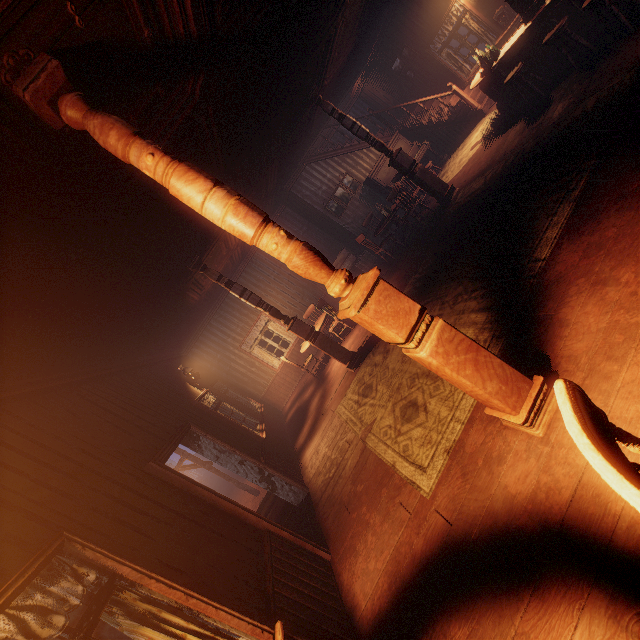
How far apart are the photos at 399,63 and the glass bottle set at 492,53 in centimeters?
382cm

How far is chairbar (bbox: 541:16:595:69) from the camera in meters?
5.0 m

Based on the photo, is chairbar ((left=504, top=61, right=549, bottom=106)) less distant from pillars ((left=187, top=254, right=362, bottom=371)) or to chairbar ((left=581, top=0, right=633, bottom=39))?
chairbar ((left=581, top=0, right=633, bottom=39))

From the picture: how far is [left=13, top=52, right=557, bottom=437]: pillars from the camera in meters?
1.9 m

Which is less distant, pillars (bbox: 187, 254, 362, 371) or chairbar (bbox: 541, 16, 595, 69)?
chairbar (bbox: 541, 16, 595, 69)

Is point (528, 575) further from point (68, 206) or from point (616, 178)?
point (68, 206)

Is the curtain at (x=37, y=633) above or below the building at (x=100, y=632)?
above

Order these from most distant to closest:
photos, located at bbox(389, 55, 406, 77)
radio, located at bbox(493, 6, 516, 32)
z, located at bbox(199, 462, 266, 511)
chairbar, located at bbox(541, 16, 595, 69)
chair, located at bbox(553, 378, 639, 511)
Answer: z, located at bbox(199, 462, 266, 511), photos, located at bbox(389, 55, 406, 77), radio, located at bbox(493, 6, 516, 32), chairbar, located at bbox(541, 16, 595, 69), chair, located at bbox(553, 378, 639, 511)
